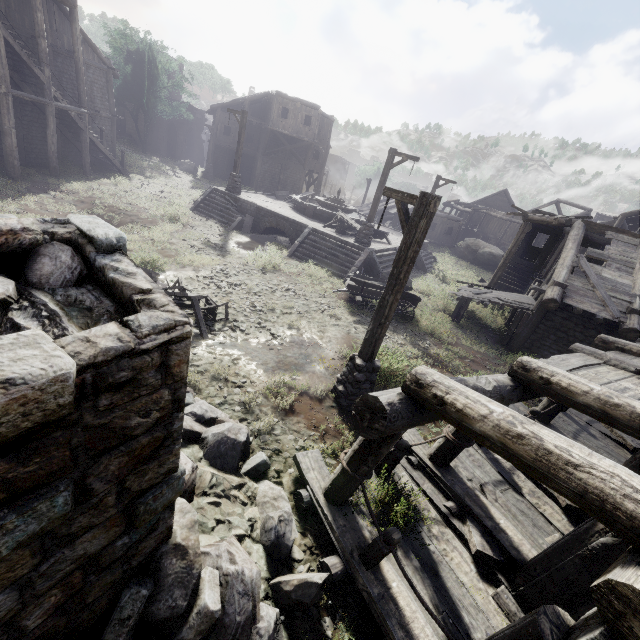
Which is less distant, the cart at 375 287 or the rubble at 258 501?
the rubble at 258 501

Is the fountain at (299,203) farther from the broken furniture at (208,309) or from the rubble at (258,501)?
the rubble at (258,501)

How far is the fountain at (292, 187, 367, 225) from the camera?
20.6m

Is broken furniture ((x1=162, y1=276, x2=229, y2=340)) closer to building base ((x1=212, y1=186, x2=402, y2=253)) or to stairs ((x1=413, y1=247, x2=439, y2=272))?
stairs ((x1=413, y1=247, x2=439, y2=272))

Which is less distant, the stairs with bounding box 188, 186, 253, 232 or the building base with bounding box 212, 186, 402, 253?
the building base with bounding box 212, 186, 402, 253

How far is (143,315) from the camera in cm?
196

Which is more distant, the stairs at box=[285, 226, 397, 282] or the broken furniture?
the stairs at box=[285, 226, 397, 282]

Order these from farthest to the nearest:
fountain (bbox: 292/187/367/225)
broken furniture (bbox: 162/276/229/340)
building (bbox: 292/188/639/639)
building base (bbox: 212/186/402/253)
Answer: fountain (bbox: 292/187/367/225), building base (bbox: 212/186/402/253), broken furniture (bbox: 162/276/229/340), building (bbox: 292/188/639/639)
